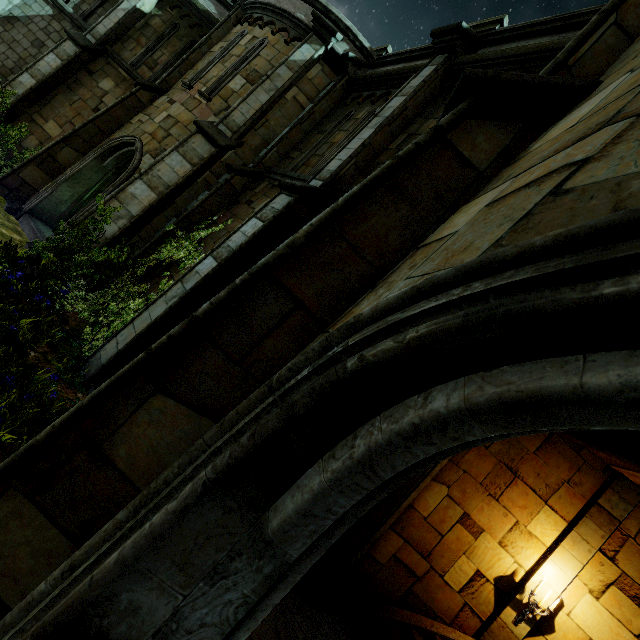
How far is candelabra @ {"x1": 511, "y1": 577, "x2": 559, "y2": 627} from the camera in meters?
5.9 m

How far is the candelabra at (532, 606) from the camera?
5.93m

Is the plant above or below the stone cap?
below

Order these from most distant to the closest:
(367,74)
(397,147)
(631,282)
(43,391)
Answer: (367,74), (397,147), (43,391), (631,282)

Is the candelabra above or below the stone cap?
below

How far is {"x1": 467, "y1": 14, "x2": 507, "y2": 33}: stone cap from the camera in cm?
641

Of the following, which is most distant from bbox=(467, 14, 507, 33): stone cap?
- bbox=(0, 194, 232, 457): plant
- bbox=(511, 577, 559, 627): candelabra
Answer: bbox=(511, 577, 559, 627): candelabra

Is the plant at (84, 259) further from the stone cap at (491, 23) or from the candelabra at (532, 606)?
the candelabra at (532, 606)
